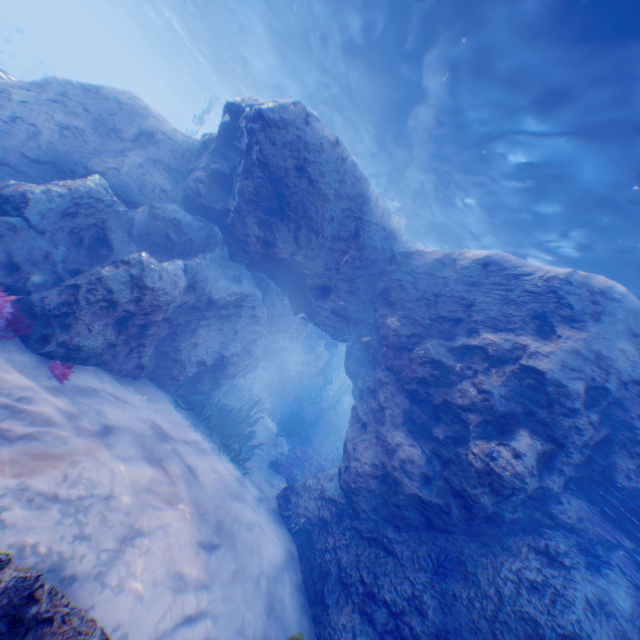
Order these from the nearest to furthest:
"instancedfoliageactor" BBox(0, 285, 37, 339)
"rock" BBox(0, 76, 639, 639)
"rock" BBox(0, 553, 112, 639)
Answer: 1. "rock" BBox(0, 553, 112, 639)
2. "instancedfoliageactor" BBox(0, 285, 37, 339)
3. "rock" BBox(0, 76, 639, 639)

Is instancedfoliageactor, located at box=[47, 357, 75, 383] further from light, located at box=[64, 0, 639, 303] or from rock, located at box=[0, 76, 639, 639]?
light, located at box=[64, 0, 639, 303]

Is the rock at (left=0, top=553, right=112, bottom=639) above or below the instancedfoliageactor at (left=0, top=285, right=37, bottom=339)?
above

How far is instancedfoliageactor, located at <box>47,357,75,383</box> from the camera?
5.1m

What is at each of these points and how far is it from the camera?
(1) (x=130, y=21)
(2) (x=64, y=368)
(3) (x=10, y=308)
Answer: (1) light, 32.84m
(2) instancedfoliageactor, 5.23m
(3) instancedfoliageactor, 4.94m

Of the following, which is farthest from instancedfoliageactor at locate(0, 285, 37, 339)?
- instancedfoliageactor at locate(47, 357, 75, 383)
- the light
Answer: the light

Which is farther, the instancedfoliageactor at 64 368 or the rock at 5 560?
the instancedfoliageactor at 64 368

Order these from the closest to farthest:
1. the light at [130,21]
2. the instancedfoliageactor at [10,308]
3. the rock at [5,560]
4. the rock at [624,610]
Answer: the rock at [5,560] → the instancedfoliageactor at [10,308] → the rock at [624,610] → the light at [130,21]
